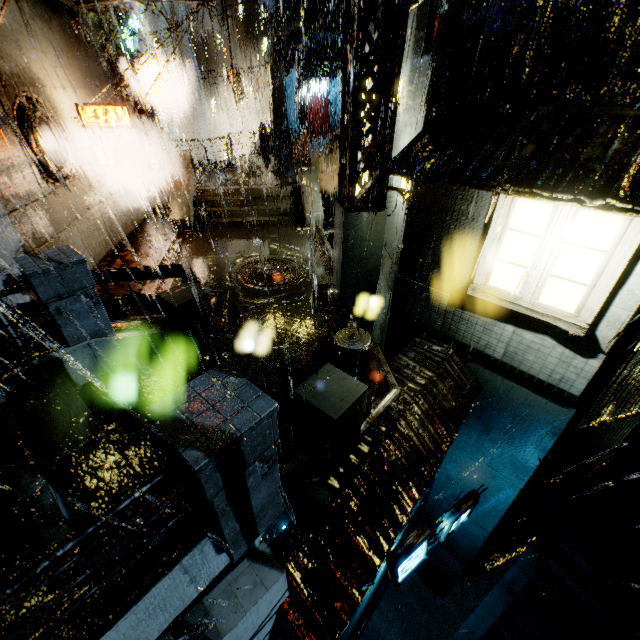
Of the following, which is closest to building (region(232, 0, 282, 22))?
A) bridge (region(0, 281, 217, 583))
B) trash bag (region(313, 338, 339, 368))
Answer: bridge (region(0, 281, 217, 583))

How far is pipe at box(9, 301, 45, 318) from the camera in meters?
8.1

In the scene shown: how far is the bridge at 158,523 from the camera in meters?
3.5

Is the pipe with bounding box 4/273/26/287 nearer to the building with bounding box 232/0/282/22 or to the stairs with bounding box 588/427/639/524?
the building with bounding box 232/0/282/22

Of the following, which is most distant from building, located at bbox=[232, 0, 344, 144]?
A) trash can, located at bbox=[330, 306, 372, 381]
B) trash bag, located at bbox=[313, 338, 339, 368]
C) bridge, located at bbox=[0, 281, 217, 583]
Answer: trash bag, located at bbox=[313, 338, 339, 368]

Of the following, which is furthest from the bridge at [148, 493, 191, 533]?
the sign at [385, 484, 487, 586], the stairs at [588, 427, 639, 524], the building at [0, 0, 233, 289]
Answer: the stairs at [588, 427, 639, 524]

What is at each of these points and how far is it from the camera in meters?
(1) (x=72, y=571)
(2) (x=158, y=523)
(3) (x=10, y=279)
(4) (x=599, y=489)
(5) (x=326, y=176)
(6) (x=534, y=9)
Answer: (1) bridge, 3.2
(2) bridge, 3.5
(3) pipe, 8.3
(4) stairs, 10.8
(5) gear, 22.0
(6) building, 5.5

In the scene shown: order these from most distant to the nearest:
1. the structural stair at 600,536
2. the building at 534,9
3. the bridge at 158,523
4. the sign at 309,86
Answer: the sign at 309,86 → the structural stair at 600,536 → the building at 534,9 → the bridge at 158,523
